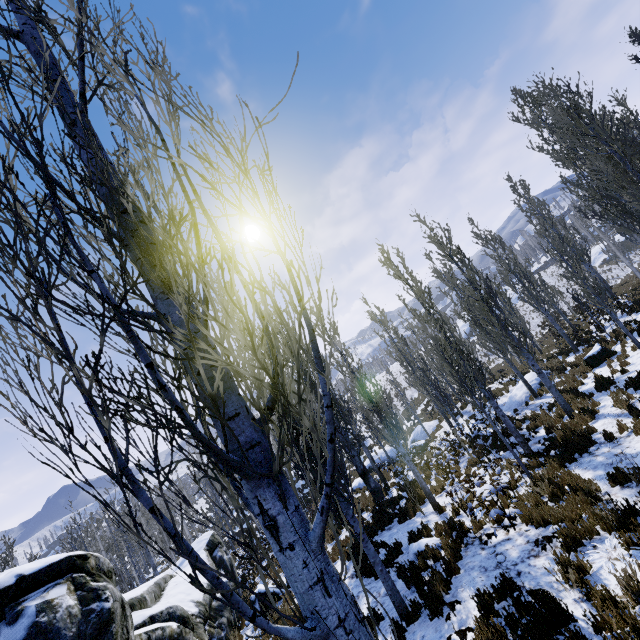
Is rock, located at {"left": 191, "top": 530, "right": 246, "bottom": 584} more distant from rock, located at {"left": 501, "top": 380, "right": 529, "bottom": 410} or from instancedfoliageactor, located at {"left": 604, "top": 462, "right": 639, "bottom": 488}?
rock, located at {"left": 501, "top": 380, "right": 529, "bottom": 410}

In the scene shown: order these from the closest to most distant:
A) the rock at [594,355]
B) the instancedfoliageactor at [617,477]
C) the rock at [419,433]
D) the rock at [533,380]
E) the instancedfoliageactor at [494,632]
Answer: the instancedfoliageactor at [494,632] → the instancedfoliageactor at [617,477] → the rock at [594,355] → the rock at [533,380] → the rock at [419,433]

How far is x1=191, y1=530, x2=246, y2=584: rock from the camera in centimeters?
1562cm

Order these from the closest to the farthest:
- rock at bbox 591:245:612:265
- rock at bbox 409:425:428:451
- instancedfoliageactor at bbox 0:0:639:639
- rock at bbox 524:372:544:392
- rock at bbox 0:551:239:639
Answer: instancedfoliageactor at bbox 0:0:639:639, rock at bbox 0:551:239:639, rock at bbox 524:372:544:392, rock at bbox 409:425:428:451, rock at bbox 591:245:612:265

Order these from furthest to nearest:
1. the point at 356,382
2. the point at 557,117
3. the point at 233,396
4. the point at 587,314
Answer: the point at 356,382, the point at 587,314, the point at 557,117, the point at 233,396

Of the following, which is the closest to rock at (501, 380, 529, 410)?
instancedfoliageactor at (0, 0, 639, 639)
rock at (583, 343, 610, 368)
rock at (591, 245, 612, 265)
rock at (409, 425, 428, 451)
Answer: instancedfoliageactor at (0, 0, 639, 639)

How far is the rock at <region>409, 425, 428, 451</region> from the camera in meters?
24.5

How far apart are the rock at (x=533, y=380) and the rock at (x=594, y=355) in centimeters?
276cm
